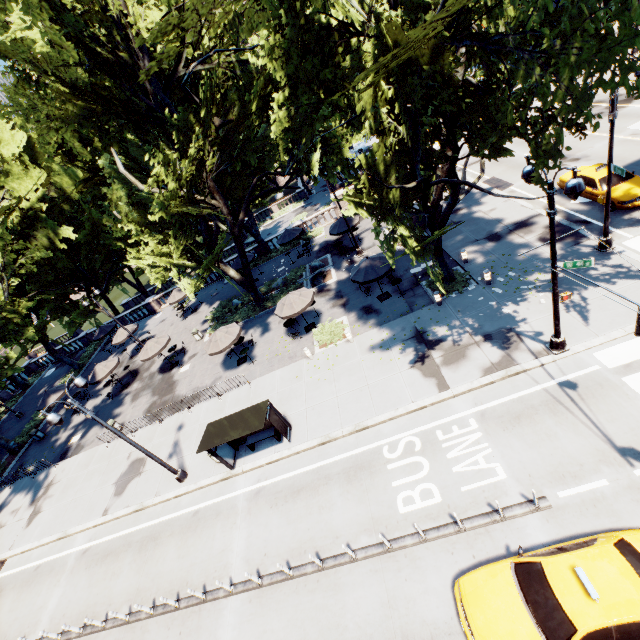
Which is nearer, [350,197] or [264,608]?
[264,608]

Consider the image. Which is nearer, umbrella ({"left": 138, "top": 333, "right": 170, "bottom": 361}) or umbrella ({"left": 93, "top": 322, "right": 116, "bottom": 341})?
umbrella ({"left": 138, "top": 333, "right": 170, "bottom": 361})

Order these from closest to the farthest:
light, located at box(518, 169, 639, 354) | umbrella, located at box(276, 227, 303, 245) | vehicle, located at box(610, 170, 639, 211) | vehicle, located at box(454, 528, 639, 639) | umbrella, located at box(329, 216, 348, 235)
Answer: vehicle, located at box(454, 528, 639, 639)
light, located at box(518, 169, 639, 354)
vehicle, located at box(610, 170, 639, 211)
umbrella, located at box(329, 216, 348, 235)
umbrella, located at box(276, 227, 303, 245)

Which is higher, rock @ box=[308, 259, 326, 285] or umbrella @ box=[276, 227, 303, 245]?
umbrella @ box=[276, 227, 303, 245]

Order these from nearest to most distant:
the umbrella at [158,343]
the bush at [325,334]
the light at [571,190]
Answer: the light at [571,190] < the bush at [325,334] < the umbrella at [158,343]

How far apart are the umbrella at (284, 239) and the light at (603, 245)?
21.1 meters

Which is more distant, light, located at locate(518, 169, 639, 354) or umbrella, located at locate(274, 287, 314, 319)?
umbrella, located at locate(274, 287, 314, 319)

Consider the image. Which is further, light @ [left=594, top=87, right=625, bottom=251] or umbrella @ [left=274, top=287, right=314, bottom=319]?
umbrella @ [left=274, top=287, right=314, bottom=319]
